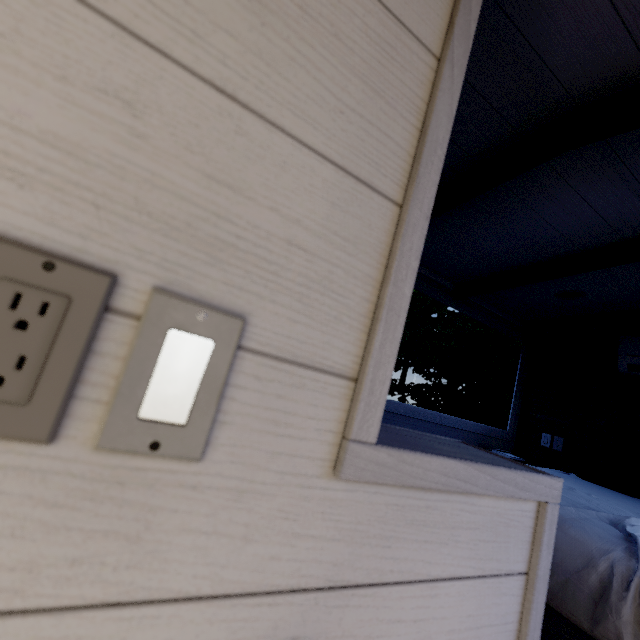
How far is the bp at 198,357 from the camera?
0.3 meters

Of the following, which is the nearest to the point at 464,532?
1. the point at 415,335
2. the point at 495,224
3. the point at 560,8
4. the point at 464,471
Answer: the point at 464,471

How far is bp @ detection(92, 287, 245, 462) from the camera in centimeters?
25cm
